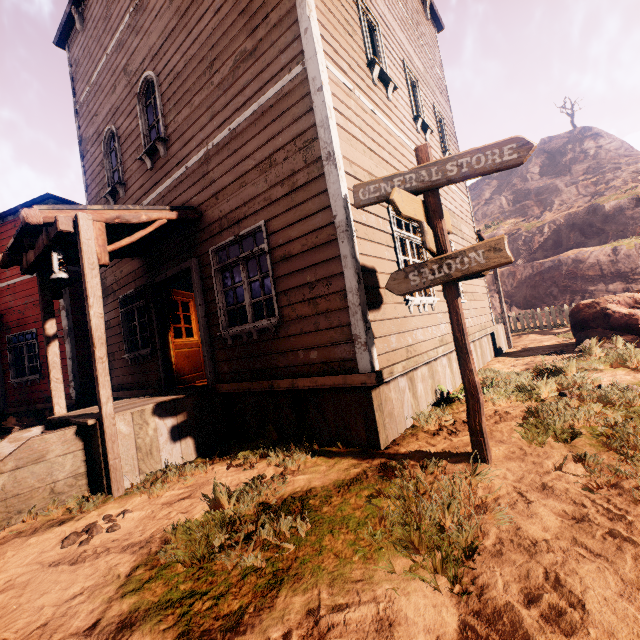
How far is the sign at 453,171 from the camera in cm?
293

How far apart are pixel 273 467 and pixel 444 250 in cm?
322

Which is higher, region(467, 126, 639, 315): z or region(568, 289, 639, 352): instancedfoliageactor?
region(467, 126, 639, 315): z

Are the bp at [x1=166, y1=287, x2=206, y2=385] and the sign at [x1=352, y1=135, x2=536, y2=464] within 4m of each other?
no

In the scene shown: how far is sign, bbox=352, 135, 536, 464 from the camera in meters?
2.9 m

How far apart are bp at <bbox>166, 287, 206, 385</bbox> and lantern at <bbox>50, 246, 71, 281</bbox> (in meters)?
2.51

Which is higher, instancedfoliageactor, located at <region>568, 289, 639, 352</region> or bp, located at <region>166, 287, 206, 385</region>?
bp, located at <region>166, 287, 206, 385</region>

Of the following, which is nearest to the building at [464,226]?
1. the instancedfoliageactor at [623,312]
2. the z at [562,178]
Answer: the z at [562,178]
